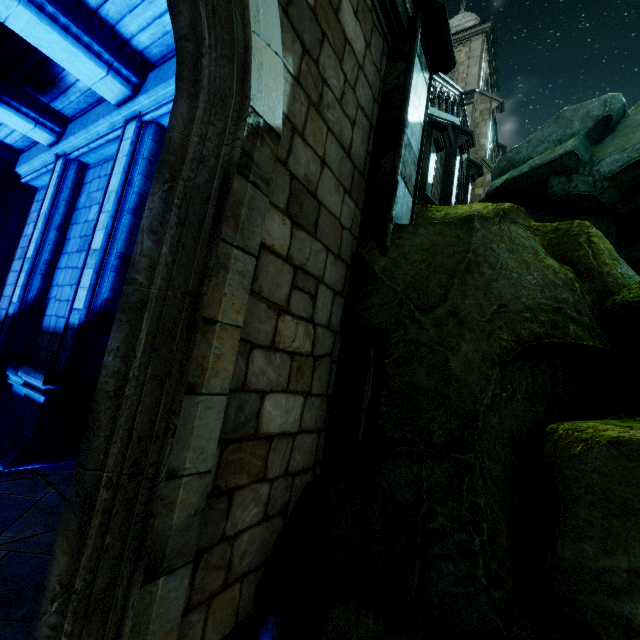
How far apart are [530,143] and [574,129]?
1.5 meters

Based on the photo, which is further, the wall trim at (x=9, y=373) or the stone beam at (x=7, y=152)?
the stone beam at (x=7, y=152)

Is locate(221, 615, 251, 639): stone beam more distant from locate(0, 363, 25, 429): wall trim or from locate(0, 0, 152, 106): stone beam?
locate(0, 0, 152, 106): stone beam

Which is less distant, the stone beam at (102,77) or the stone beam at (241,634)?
the stone beam at (241,634)

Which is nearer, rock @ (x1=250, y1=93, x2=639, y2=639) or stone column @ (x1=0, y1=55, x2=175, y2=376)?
rock @ (x1=250, y1=93, x2=639, y2=639)

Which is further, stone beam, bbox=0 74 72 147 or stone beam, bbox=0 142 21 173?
stone beam, bbox=0 142 21 173

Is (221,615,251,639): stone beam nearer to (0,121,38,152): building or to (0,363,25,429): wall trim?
(0,121,38,152): building

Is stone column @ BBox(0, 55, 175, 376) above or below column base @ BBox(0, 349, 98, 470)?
above
